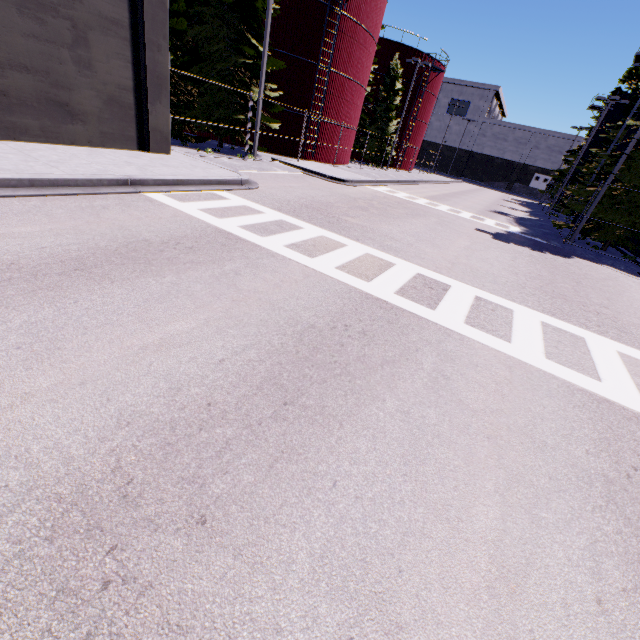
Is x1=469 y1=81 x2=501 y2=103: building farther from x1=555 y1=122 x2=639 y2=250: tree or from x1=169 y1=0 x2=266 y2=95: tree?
x1=169 y1=0 x2=266 y2=95: tree

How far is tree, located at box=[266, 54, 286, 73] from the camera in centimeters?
1700cm

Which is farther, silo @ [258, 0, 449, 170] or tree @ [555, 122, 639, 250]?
silo @ [258, 0, 449, 170]

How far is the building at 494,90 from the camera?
58.4m

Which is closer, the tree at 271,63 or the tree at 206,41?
the tree at 206,41

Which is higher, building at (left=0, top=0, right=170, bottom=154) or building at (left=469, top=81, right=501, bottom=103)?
building at (left=469, top=81, right=501, bottom=103)

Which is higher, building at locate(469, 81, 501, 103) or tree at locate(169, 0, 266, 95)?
building at locate(469, 81, 501, 103)

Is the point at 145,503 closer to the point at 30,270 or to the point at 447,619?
the point at 447,619
